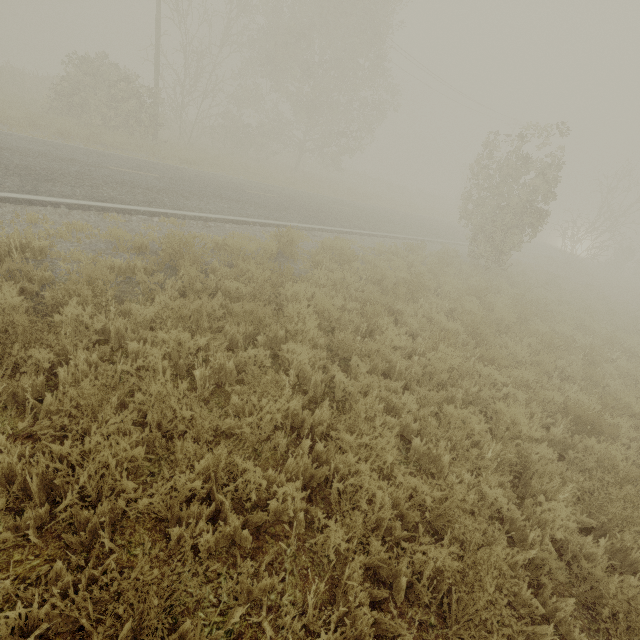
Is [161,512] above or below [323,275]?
below

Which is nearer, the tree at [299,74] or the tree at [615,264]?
the tree at [299,74]

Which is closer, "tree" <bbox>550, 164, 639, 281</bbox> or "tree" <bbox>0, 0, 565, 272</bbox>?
"tree" <bbox>0, 0, 565, 272</bbox>
